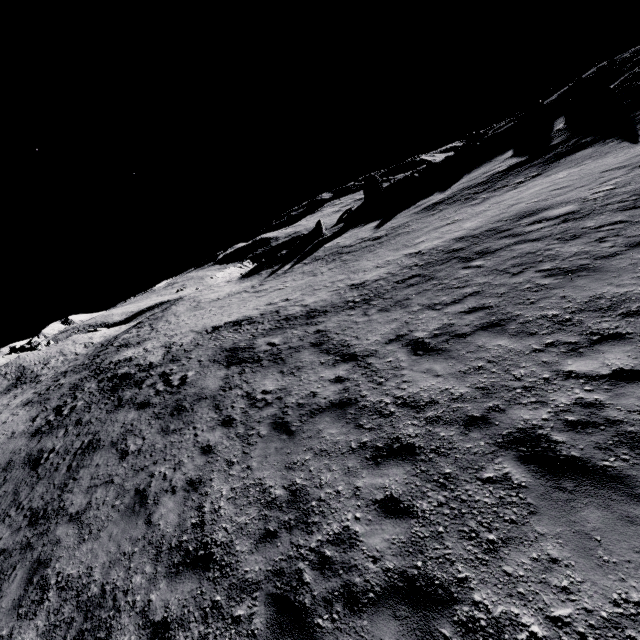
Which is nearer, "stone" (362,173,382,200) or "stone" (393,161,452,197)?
"stone" (393,161,452,197)

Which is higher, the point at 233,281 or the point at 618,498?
the point at 233,281

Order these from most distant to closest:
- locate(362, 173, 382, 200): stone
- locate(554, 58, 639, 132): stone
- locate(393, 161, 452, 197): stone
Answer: locate(362, 173, 382, 200): stone < locate(393, 161, 452, 197): stone < locate(554, 58, 639, 132): stone

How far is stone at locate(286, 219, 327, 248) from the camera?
42.2 meters

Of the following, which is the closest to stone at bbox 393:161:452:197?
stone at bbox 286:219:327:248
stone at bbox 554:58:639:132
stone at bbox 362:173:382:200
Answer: stone at bbox 362:173:382:200

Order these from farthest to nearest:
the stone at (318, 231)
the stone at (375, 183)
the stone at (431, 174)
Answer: the stone at (375, 183) → the stone at (318, 231) → the stone at (431, 174)

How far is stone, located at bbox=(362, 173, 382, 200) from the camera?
49.81m

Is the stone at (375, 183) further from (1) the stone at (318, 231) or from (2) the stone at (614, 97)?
(2) the stone at (614, 97)
